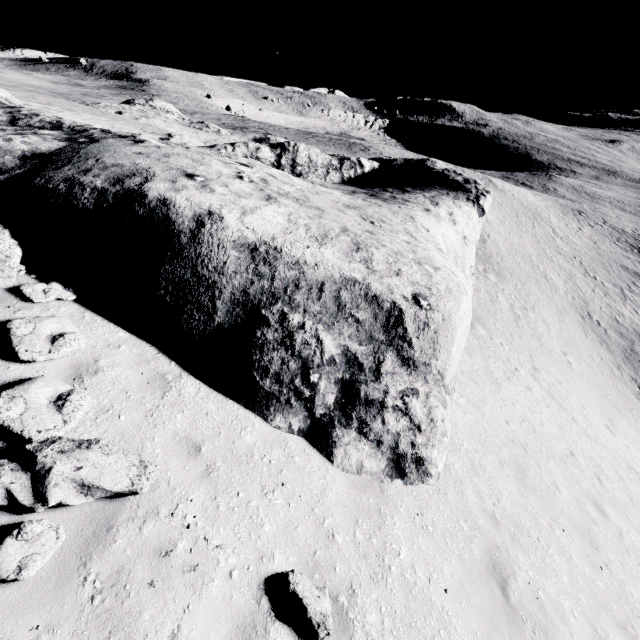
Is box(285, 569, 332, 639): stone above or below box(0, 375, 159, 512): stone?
below

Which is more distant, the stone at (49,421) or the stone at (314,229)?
the stone at (314,229)

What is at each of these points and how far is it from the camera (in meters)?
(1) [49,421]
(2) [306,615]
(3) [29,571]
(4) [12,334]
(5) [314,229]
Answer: (1) stone, 4.02
(2) stone, 3.62
(3) stone, 2.96
(4) stone, 4.75
(5) stone, 7.41

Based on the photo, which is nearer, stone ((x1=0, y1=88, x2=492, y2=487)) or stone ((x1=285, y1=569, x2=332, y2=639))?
stone ((x1=285, y1=569, x2=332, y2=639))

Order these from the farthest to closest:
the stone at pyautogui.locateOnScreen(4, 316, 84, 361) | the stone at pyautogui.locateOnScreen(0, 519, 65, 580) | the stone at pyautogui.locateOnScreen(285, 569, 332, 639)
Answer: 1. the stone at pyautogui.locateOnScreen(4, 316, 84, 361)
2. the stone at pyautogui.locateOnScreen(285, 569, 332, 639)
3. the stone at pyautogui.locateOnScreen(0, 519, 65, 580)
